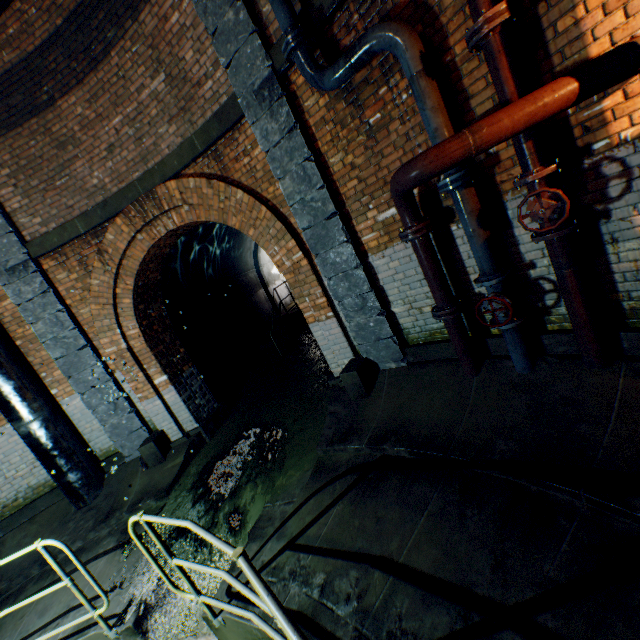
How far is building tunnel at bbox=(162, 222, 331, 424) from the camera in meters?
7.9 m

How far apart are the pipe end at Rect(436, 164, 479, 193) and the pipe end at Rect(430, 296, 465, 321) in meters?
1.2

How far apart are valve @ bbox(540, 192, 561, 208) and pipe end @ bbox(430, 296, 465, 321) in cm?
119

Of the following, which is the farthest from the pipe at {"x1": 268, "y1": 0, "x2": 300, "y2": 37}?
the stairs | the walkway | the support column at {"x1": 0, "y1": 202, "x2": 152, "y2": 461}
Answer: the stairs

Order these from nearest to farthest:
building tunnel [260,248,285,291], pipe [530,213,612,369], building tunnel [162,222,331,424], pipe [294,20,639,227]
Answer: pipe [294,20,639,227] < pipe [530,213,612,369] < building tunnel [162,222,331,424] < building tunnel [260,248,285,291]

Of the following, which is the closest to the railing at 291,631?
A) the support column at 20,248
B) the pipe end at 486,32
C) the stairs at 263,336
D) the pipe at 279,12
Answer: the support column at 20,248

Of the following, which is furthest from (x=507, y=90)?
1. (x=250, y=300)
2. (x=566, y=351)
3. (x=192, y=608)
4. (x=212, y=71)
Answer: (x=250, y=300)

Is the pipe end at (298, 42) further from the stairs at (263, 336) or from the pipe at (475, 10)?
the stairs at (263, 336)
